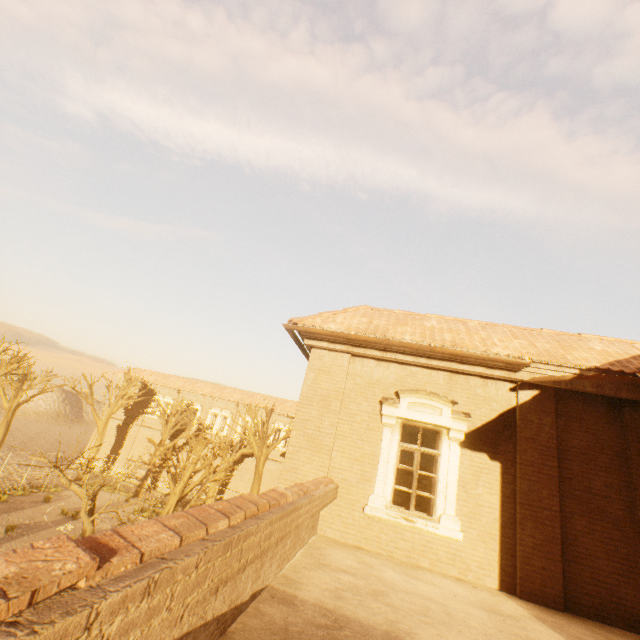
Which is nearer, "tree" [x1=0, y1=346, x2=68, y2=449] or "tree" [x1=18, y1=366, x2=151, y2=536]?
"tree" [x1=18, y1=366, x2=151, y2=536]

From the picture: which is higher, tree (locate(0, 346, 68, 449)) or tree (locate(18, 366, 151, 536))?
tree (locate(0, 346, 68, 449))

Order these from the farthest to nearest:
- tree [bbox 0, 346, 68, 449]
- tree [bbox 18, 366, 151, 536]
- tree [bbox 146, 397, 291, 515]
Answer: tree [bbox 0, 346, 68, 449], tree [bbox 146, 397, 291, 515], tree [bbox 18, 366, 151, 536]

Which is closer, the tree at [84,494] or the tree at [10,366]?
the tree at [84,494]

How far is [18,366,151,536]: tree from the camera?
10.5 meters

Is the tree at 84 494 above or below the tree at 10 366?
below

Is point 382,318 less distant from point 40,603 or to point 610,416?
point 610,416
